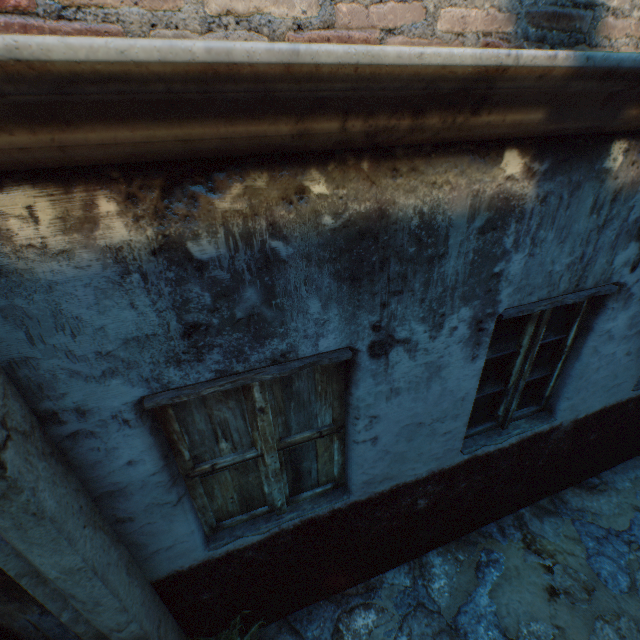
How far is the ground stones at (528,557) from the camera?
3.2m

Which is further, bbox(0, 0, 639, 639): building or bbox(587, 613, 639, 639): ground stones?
bbox(587, 613, 639, 639): ground stones

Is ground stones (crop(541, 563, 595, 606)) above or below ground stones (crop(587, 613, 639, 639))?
below

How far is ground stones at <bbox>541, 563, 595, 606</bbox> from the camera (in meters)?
2.92

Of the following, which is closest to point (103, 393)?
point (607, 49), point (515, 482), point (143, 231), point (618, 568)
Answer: point (143, 231)
